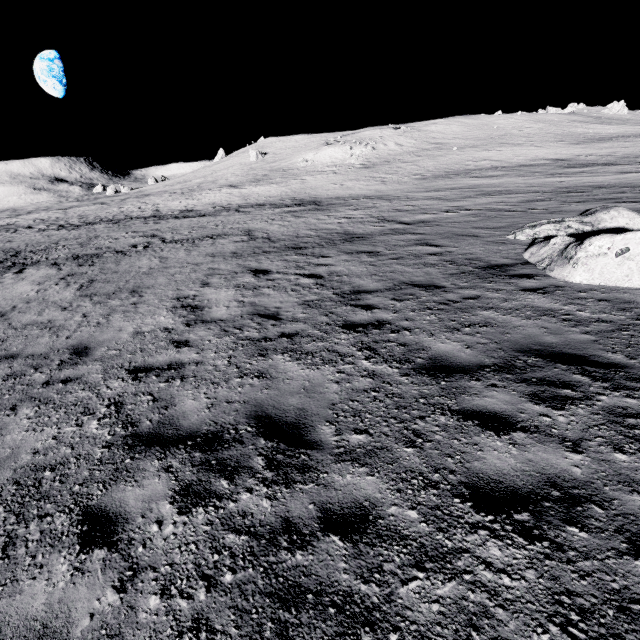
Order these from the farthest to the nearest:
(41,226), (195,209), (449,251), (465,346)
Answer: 1. (41,226)
2. (195,209)
3. (449,251)
4. (465,346)
